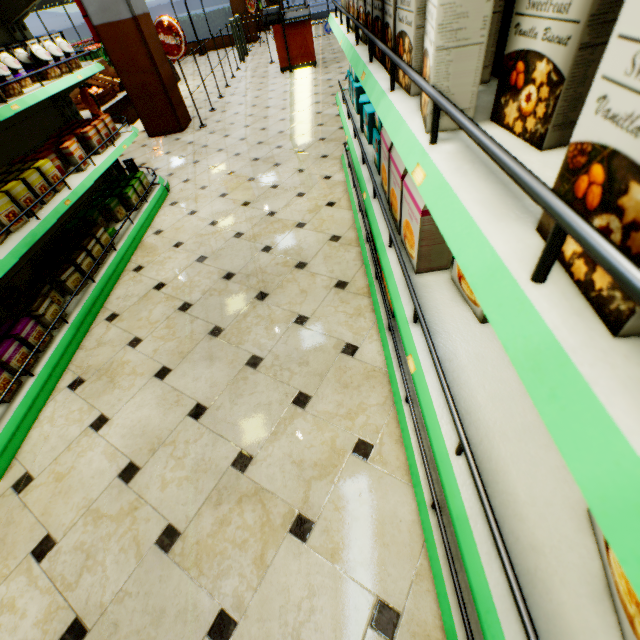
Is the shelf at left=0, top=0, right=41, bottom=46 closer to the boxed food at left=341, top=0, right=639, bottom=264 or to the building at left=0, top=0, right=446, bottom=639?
the building at left=0, top=0, right=446, bottom=639

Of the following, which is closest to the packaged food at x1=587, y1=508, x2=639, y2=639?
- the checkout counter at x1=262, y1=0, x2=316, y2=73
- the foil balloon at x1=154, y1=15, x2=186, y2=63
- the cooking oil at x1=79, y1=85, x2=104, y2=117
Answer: the cooking oil at x1=79, y1=85, x2=104, y2=117

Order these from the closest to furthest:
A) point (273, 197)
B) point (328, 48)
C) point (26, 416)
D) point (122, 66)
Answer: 1. point (26, 416)
2. point (273, 197)
3. point (122, 66)
4. point (328, 48)

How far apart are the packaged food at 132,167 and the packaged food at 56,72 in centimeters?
106cm

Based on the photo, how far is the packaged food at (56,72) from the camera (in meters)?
2.66

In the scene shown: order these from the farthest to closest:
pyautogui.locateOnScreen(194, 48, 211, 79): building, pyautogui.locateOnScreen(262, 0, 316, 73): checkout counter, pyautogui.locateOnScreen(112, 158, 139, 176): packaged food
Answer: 1. pyautogui.locateOnScreen(194, 48, 211, 79): building
2. pyautogui.locateOnScreen(262, 0, 316, 73): checkout counter
3. pyautogui.locateOnScreen(112, 158, 139, 176): packaged food

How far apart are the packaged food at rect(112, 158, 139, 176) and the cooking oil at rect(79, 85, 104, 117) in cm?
39

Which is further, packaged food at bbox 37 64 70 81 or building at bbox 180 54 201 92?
building at bbox 180 54 201 92
